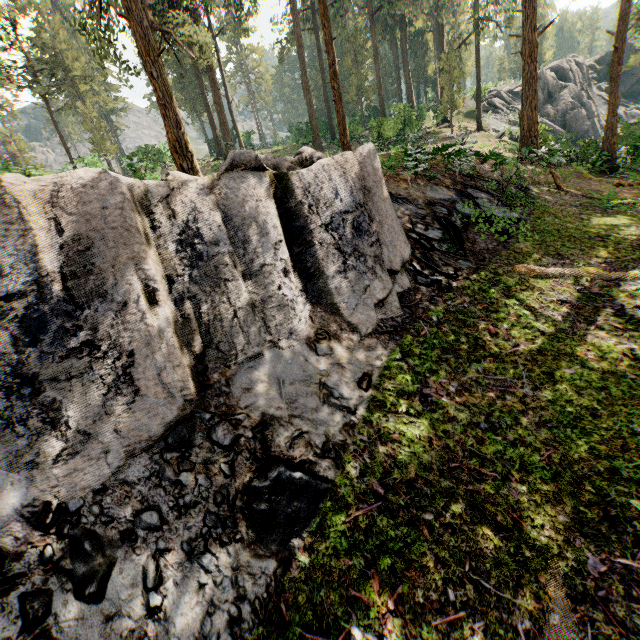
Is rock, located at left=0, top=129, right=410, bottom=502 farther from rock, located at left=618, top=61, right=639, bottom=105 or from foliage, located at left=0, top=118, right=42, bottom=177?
rock, located at left=618, top=61, right=639, bottom=105

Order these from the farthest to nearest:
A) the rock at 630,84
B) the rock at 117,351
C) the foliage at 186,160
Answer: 1. the rock at 630,84
2. the foliage at 186,160
3. the rock at 117,351

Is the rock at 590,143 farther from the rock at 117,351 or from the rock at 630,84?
the rock at 117,351

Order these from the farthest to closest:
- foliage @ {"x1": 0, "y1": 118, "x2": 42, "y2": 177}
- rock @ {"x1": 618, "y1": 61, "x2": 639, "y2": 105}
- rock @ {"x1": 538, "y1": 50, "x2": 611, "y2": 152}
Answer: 1. rock @ {"x1": 618, "y1": 61, "x2": 639, "y2": 105}
2. rock @ {"x1": 538, "y1": 50, "x2": 611, "y2": 152}
3. foliage @ {"x1": 0, "y1": 118, "x2": 42, "y2": 177}

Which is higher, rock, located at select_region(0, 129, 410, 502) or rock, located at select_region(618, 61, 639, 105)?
rock, located at select_region(618, 61, 639, 105)

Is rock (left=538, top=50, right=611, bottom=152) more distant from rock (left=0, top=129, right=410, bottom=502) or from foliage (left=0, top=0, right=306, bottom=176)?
rock (left=0, top=129, right=410, bottom=502)

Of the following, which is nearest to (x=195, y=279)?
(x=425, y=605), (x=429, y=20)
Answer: (x=425, y=605)
